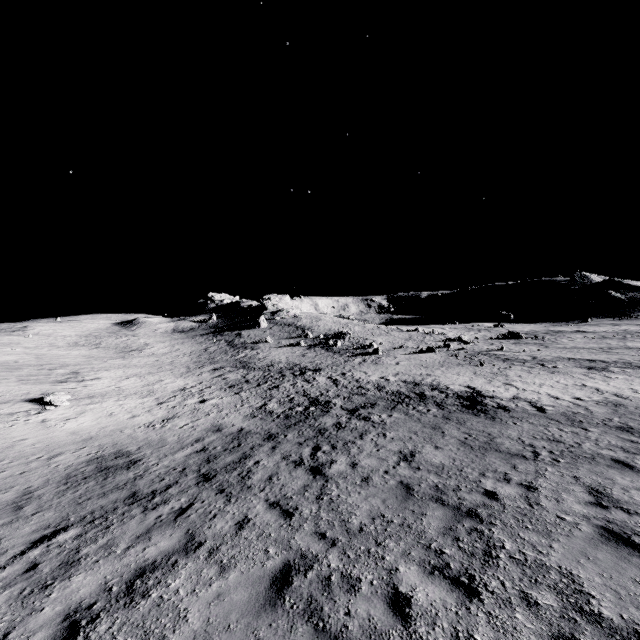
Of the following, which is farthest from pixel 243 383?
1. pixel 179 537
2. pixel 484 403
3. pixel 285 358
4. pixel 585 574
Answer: pixel 585 574
